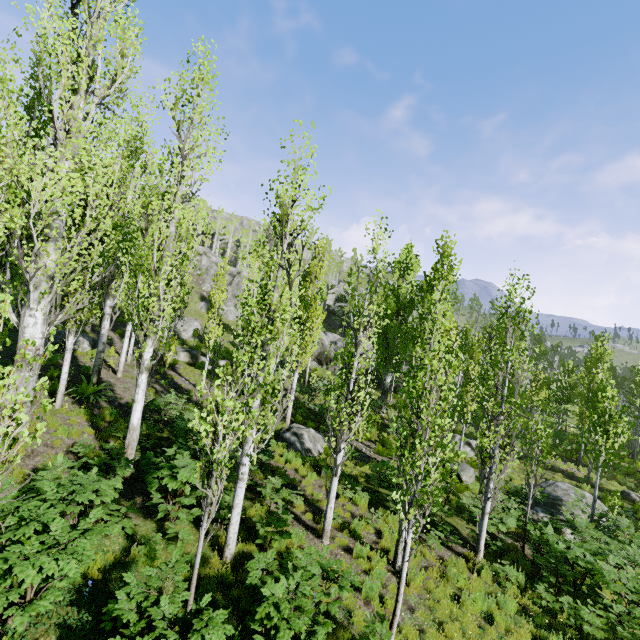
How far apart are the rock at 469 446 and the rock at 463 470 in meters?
2.7 m

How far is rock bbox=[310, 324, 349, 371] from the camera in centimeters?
3681cm

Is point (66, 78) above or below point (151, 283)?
above

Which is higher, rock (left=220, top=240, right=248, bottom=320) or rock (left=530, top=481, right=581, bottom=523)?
rock (left=220, top=240, right=248, bottom=320)

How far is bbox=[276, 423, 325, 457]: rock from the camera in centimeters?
1454cm

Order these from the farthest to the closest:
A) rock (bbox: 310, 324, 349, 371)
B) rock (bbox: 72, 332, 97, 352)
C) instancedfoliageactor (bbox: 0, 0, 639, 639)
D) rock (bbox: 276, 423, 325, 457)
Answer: rock (bbox: 310, 324, 349, 371) < rock (bbox: 72, 332, 97, 352) < rock (bbox: 276, 423, 325, 457) < instancedfoliageactor (bbox: 0, 0, 639, 639)

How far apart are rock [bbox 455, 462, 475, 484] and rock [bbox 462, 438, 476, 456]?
2.7 meters

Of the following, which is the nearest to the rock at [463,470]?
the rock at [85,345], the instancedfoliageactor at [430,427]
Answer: the instancedfoliageactor at [430,427]
